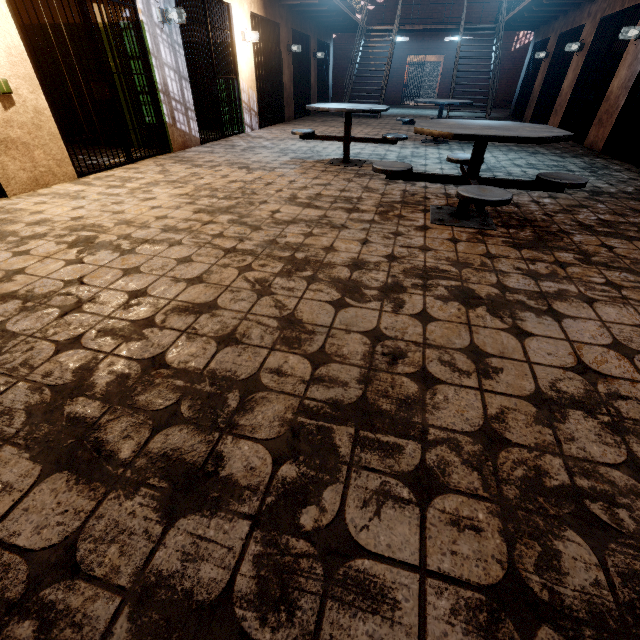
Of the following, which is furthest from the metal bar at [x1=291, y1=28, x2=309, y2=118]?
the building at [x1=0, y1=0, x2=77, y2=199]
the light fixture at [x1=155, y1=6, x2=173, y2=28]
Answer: the light fixture at [x1=155, y1=6, x2=173, y2=28]

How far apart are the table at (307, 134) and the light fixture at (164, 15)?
2.4 meters

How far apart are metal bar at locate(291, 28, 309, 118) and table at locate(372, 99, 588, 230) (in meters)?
9.44

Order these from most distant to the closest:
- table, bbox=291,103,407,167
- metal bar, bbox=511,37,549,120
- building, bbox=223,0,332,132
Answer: metal bar, bbox=511,37,549,120 → building, bbox=223,0,332,132 → table, bbox=291,103,407,167

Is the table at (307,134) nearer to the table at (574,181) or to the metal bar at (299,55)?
the table at (574,181)

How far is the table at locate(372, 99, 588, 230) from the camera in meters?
2.4

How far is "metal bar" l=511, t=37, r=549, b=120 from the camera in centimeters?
1139cm

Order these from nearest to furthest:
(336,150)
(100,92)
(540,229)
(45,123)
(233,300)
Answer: (233,300)
(540,229)
(45,123)
(100,92)
(336,150)
